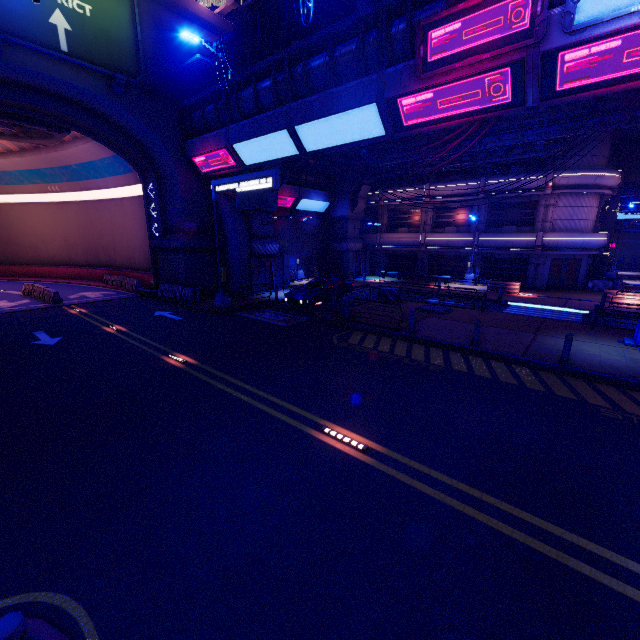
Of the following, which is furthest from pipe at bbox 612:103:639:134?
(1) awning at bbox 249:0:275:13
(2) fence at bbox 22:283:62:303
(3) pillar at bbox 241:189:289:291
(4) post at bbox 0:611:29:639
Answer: (4) post at bbox 0:611:29:639

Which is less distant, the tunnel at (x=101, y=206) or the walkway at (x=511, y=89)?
the walkway at (x=511, y=89)

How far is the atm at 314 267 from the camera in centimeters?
3378cm

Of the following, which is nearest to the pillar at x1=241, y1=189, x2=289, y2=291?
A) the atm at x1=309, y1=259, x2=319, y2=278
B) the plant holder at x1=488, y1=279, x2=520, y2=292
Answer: the atm at x1=309, y1=259, x2=319, y2=278

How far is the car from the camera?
19.4 meters

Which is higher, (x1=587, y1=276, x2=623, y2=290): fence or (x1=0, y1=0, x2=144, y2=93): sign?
(x1=0, y1=0, x2=144, y2=93): sign

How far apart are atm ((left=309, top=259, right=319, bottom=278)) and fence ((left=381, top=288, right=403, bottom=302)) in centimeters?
1306cm

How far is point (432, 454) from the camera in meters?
6.6 m
